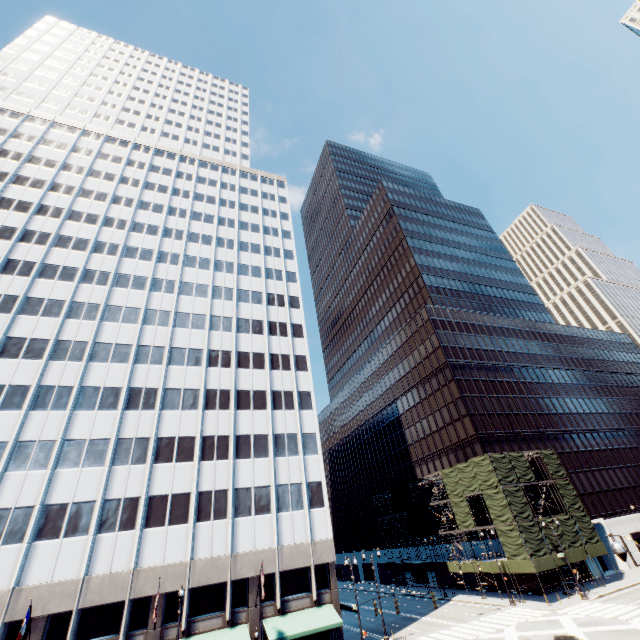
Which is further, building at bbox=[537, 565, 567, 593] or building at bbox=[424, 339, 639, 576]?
building at bbox=[424, 339, 639, 576]

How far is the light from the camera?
11.8 meters

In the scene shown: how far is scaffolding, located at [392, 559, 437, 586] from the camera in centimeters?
5094cm

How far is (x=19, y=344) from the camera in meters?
34.1 m

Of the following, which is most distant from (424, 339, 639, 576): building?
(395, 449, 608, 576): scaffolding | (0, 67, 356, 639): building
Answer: (0, 67, 356, 639): building

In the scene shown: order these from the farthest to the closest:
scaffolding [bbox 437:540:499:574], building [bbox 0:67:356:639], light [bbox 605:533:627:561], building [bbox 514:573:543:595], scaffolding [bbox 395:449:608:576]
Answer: scaffolding [bbox 437:540:499:574] < building [bbox 514:573:543:595] < scaffolding [bbox 395:449:608:576] < building [bbox 0:67:356:639] < light [bbox 605:533:627:561]

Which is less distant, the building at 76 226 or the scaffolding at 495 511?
the building at 76 226

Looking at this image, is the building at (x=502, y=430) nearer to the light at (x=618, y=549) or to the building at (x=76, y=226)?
the building at (x=76, y=226)
